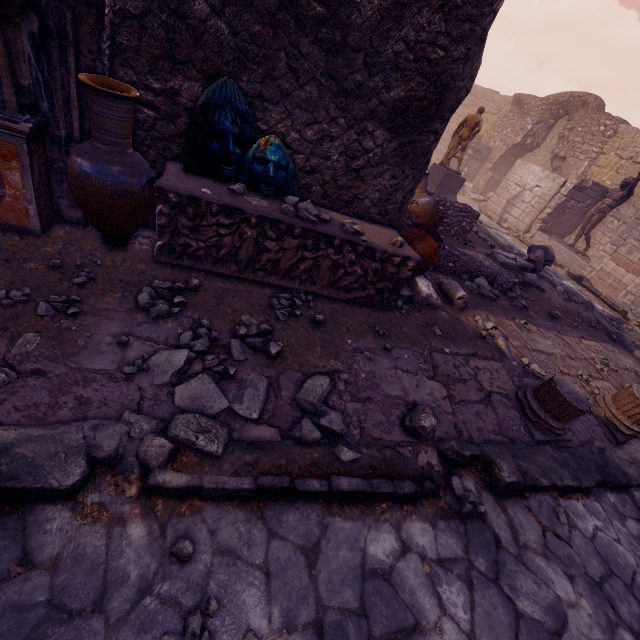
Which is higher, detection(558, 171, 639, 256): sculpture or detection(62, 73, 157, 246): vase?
detection(558, 171, 639, 256): sculpture

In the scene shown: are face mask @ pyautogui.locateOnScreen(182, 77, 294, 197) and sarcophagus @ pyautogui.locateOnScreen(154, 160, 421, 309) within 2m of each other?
yes

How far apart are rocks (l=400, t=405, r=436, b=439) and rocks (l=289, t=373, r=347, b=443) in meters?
0.6

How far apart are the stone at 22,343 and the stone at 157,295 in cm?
70

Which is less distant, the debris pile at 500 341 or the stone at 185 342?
the stone at 185 342

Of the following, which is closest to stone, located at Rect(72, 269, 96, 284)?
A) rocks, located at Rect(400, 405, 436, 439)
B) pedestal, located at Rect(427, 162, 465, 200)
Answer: rocks, located at Rect(400, 405, 436, 439)

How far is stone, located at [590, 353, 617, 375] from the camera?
5.38m

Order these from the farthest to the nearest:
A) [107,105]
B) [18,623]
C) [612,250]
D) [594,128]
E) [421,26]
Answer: [594,128], [612,250], [421,26], [107,105], [18,623]
